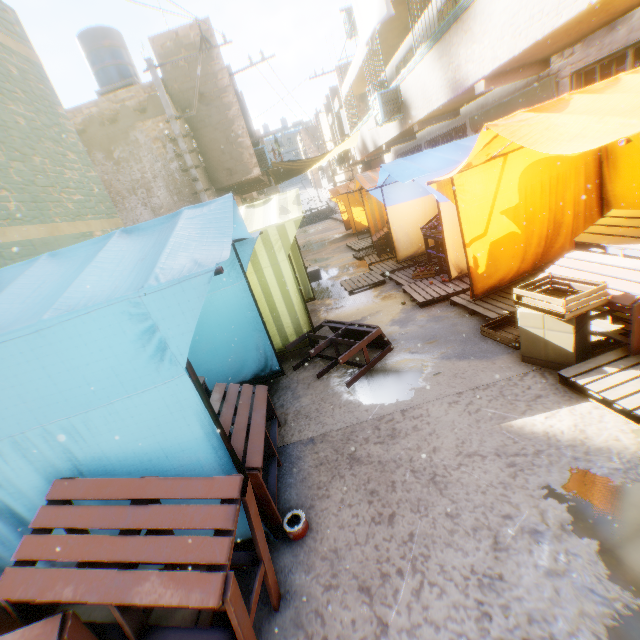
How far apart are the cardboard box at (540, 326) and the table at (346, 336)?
1.68m

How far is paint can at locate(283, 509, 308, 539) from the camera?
2.64m

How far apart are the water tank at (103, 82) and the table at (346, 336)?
13.40m

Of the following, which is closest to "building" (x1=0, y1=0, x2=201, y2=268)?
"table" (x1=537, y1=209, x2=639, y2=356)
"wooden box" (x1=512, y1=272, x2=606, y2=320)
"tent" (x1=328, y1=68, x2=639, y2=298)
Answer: "tent" (x1=328, y1=68, x2=639, y2=298)

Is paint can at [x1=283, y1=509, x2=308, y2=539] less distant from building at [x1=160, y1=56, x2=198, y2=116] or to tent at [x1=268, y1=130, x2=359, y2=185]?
tent at [x1=268, y1=130, x2=359, y2=185]

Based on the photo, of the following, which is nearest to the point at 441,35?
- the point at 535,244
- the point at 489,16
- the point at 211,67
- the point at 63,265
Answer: the point at 489,16

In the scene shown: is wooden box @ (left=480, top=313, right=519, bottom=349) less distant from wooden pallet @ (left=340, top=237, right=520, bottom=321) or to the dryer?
wooden pallet @ (left=340, top=237, right=520, bottom=321)

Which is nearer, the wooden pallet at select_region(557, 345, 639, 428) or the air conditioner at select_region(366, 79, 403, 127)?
the wooden pallet at select_region(557, 345, 639, 428)
